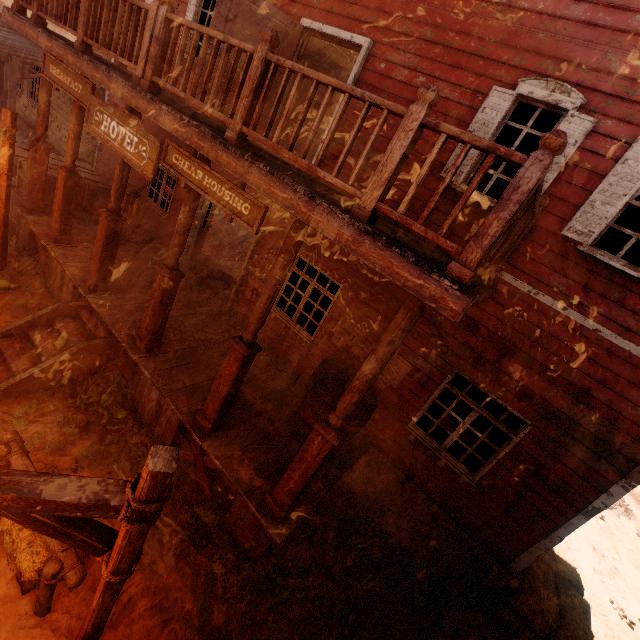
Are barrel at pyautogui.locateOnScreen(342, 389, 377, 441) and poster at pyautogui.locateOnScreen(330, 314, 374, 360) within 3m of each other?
yes

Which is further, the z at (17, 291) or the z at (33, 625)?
the z at (17, 291)

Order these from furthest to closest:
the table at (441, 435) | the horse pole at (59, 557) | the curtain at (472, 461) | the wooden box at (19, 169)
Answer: the wooden box at (19, 169), the table at (441, 435), the curtain at (472, 461), the horse pole at (59, 557)

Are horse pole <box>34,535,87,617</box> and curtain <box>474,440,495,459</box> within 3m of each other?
no

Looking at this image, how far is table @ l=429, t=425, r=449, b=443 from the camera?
6.3 meters

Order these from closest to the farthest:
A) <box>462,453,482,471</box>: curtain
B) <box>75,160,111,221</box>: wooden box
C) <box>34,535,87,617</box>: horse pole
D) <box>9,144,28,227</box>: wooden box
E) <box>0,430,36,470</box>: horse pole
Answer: <box>34,535,87,617</box>: horse pole < <box>0,430,36,470</box>: horse pole < <box>462,453,482,471</box>: curtain < <box>9,144,28,227</box>: wooden box < <box>75,160,111,221</box>: wooden box

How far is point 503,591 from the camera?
5.8m

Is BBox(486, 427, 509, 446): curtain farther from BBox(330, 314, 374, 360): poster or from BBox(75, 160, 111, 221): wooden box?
BBox(75, 160, 111, 221): wooden box
